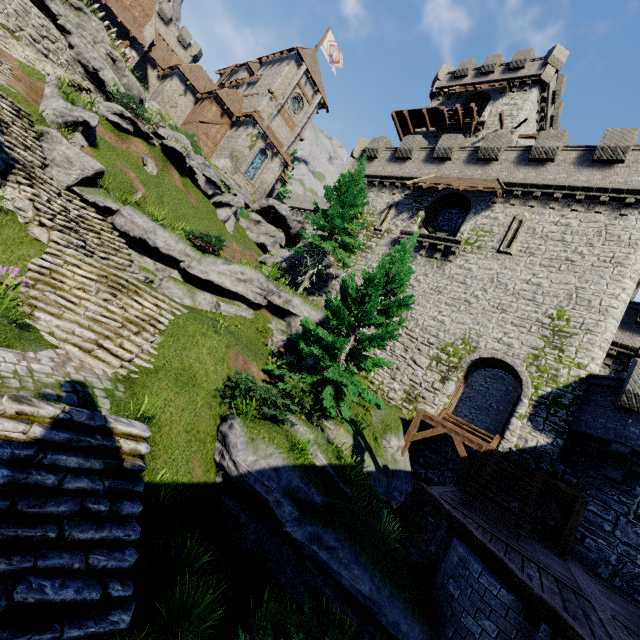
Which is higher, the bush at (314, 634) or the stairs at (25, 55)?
the stairs at (25, 55)

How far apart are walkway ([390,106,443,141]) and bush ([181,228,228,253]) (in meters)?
25.90

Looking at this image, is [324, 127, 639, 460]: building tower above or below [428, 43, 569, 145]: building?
below

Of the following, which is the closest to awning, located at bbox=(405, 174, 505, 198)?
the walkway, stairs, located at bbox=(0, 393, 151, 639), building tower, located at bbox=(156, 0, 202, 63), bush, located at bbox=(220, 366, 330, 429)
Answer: the walkway

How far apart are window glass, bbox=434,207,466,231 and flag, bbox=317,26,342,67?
31.5m

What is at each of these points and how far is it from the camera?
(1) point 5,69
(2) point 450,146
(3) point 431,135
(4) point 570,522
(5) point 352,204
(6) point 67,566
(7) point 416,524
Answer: (1) stairs, 13.5m
(2) building tower, 21.6m
(3) building, 31.6m
(4) wooden support, 10.5m
(5) tree, 19.6m
(6) stairs, 4.0m
(7) wooden support, 12.6m

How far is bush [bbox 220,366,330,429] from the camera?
8.95m

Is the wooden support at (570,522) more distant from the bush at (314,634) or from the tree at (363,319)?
the bush at (314,634)
